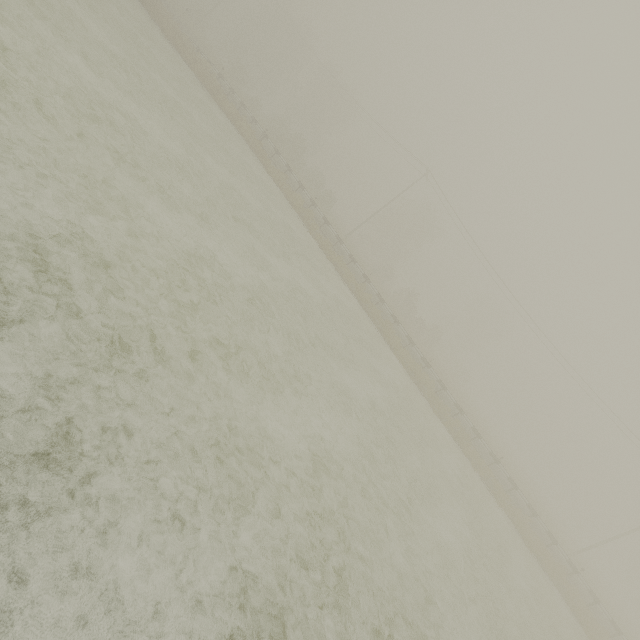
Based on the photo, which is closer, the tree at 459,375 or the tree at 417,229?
the tree at 417,229

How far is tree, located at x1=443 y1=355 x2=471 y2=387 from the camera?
51.1m

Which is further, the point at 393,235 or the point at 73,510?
the point at 393,235

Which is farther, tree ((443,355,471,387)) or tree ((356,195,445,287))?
tree ((443,355,471,387))

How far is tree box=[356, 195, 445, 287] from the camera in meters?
49.5 m

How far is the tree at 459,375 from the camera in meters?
51.1
